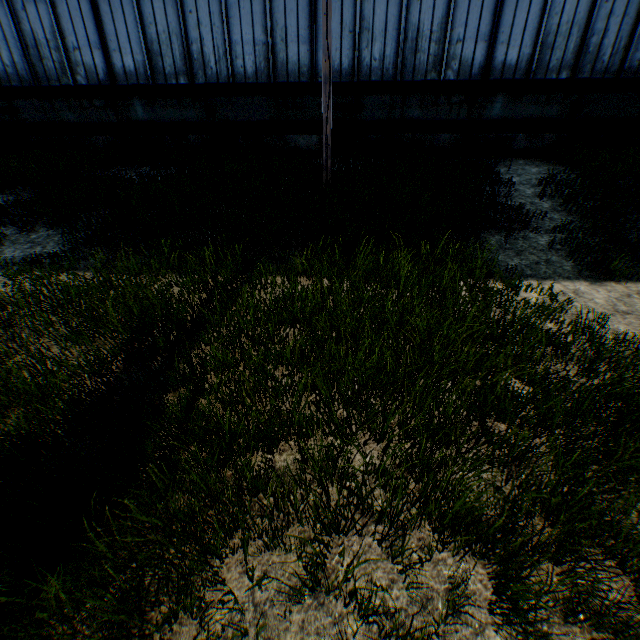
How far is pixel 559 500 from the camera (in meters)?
2.67
